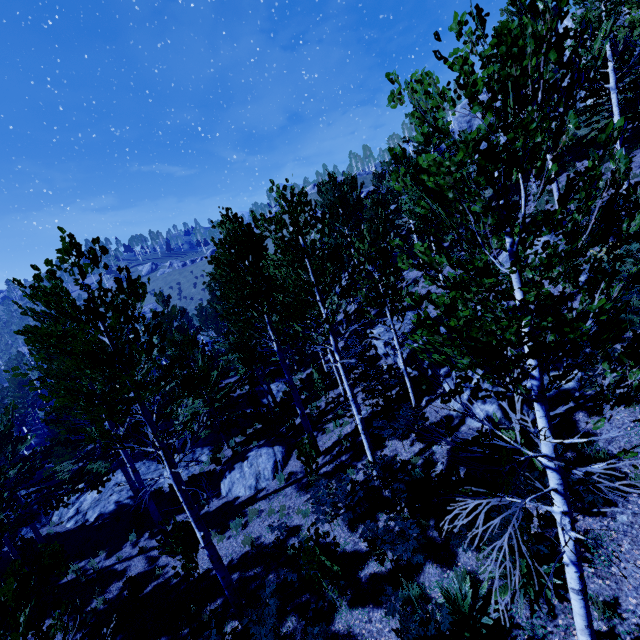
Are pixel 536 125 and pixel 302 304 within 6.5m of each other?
yes

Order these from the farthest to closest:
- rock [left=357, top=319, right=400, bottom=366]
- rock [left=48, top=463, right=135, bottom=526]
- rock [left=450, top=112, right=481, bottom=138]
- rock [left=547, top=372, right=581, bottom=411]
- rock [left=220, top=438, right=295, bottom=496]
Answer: rock [left=450, top=112, right=481, bottom=138] → rock [left=48, top=463, right=135, bottom=526] → rock [left=357, top=319, right=400, bottom=366] → rock [left=220, top=438, right=295, bottom=496] → rock [left=547, top=372, right=581, bottom=411]

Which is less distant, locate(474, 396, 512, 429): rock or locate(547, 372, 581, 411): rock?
locate(547, 372, 581, 411): rock

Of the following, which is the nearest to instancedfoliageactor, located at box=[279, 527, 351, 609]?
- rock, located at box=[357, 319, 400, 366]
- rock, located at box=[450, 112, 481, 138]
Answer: rock, located at box=[357, 319, 400, 366]

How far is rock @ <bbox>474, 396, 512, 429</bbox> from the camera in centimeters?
845cm

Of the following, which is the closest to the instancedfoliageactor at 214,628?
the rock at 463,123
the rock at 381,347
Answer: the rock at 381,347

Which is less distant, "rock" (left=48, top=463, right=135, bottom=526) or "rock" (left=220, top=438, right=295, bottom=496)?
"rock" (left=220, top=438, right=295, bottom=496)

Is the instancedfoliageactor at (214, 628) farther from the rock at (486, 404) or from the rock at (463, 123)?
the rock at (463, 123)
